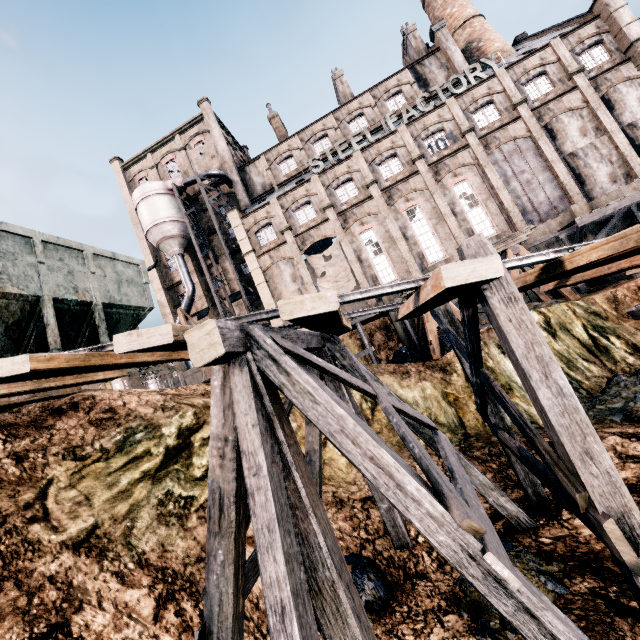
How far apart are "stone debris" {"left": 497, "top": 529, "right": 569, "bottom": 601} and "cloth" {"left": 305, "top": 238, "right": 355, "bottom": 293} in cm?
2347

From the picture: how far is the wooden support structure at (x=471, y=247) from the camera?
4.1m

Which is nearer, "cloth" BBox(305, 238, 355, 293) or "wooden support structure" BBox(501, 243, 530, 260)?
"wooden support structure" BBox(501, 243, 530, 260)

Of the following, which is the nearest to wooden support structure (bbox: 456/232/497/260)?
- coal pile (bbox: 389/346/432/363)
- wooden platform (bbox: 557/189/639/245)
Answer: coal pile (bbox: 389/346/432/363)

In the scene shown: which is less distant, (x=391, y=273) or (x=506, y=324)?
(x=506, y=324)

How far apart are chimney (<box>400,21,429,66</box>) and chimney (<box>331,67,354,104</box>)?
7.59m

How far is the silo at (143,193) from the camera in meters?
33.1 m

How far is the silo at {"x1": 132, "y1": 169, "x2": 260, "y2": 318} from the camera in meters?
33.1
